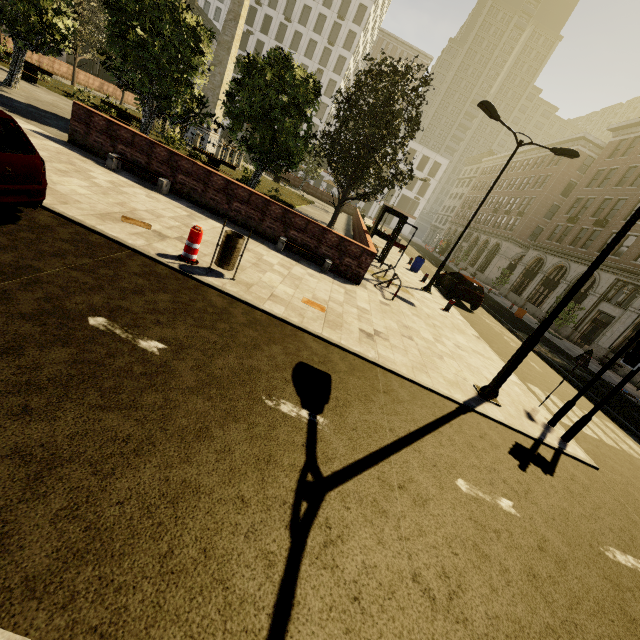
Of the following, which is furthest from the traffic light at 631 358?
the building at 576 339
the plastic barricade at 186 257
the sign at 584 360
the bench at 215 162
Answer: the bench at 215 162

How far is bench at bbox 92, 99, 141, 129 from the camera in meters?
17.6 m

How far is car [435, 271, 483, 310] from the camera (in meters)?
17.02

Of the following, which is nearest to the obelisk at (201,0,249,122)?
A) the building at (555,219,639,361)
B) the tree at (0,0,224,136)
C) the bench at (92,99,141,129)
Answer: the tree at (0,0,224,136)

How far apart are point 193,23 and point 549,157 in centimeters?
4866cm

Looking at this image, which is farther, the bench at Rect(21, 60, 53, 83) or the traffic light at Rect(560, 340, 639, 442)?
the bench at Rect(21, 60, 53, 83)

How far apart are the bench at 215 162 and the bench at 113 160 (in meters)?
8.85

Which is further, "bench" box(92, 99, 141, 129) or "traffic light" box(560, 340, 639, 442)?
"bench" box(92, 99, 141, 129)
